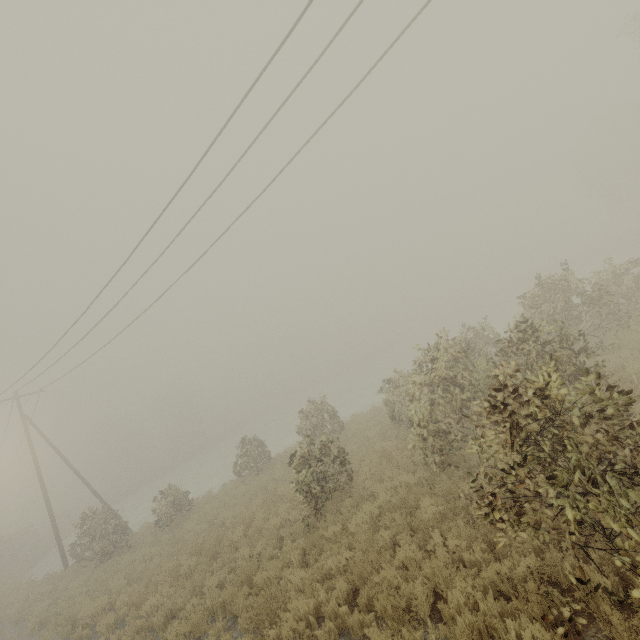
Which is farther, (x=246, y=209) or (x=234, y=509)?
(x=234, y=509)
